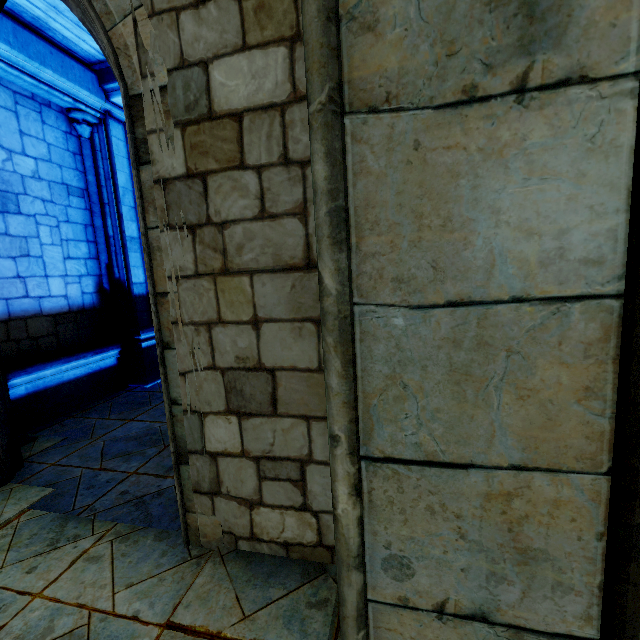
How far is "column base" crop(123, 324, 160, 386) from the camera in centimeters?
683cm

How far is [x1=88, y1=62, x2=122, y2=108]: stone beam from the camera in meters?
6.1 m

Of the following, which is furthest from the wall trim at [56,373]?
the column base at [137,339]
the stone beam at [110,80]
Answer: the stone beam at [110,80]

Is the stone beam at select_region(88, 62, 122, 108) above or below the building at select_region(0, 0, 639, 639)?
above

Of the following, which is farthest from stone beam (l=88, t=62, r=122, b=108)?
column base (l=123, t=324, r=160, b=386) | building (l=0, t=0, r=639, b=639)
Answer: column base (l=123, t=324, r=160, b=386)

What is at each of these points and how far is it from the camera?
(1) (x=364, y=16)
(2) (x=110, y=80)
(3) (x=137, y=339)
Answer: (1) building, 0.8 meters
(2) stone beam, 6.1 meters
(3) column base, 6.9 meters

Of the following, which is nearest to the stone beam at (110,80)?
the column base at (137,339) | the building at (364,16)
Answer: the building at (364,16)

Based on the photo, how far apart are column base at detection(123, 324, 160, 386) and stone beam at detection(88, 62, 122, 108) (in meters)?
4.54
